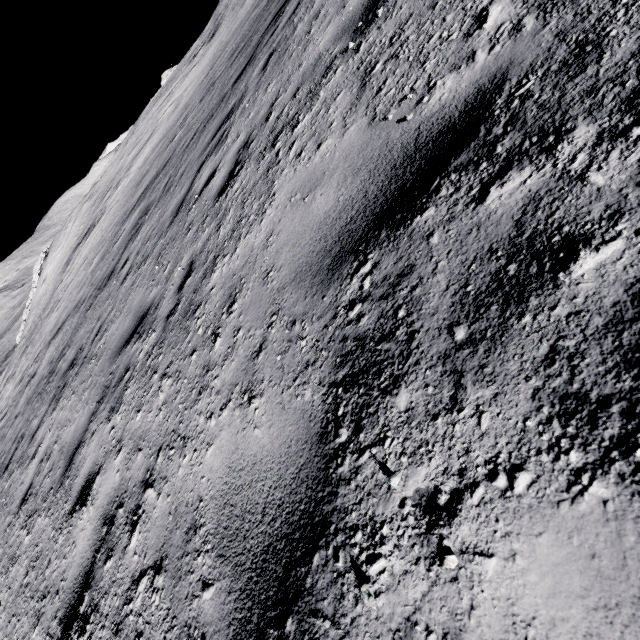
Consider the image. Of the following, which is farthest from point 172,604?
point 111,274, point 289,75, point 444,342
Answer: point 111,274
